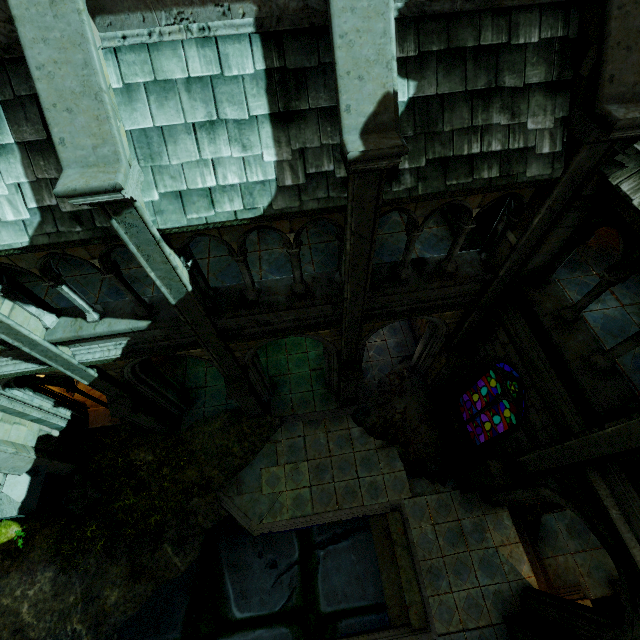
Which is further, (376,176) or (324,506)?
(324,506)

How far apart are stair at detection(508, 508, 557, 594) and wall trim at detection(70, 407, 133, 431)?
11.8 meters

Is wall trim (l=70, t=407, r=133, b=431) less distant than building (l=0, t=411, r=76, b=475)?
No

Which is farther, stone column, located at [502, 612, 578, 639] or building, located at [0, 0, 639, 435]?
stone column, located at [502, 612, 578, 639]

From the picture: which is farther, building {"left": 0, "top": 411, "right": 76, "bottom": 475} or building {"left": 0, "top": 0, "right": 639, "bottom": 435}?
building {"left": 0, "top": 411, "right": 76, "bottom": 475}

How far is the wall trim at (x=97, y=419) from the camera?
10.9m

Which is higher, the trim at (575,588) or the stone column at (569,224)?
the stone column at (569,224)

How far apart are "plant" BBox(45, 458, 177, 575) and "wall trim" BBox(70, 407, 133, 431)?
0.81m
